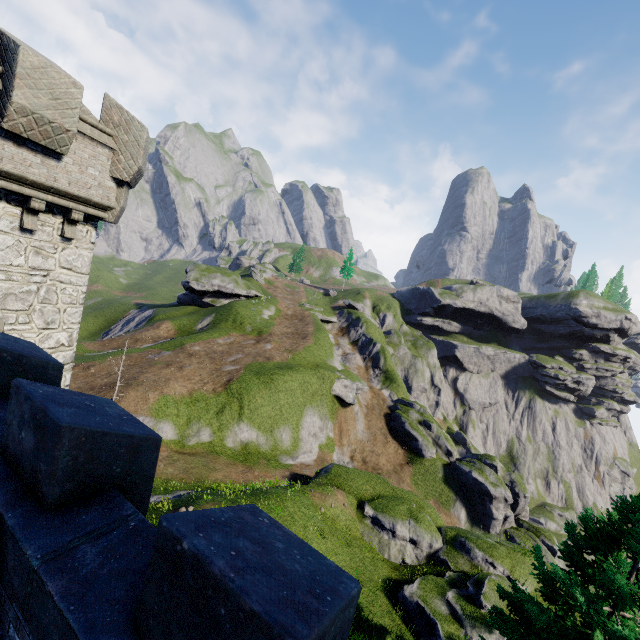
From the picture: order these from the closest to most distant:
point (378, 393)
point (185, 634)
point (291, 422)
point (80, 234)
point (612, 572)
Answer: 1. point (185, 634)
2. point (612, 572)
3. point (80, 234)
4. point (291, 422)
5. point (378, 393)

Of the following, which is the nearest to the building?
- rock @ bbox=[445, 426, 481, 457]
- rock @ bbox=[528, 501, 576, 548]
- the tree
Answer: the tree

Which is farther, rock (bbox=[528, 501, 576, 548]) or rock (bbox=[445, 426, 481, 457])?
rock (bbox=[445, 426, 481, 457])

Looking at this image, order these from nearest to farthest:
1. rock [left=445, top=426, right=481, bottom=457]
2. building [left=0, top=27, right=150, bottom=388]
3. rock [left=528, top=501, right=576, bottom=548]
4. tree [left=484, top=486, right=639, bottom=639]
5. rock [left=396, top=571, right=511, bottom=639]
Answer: building [left=0, top=27, right=150, bottom=388] < tree [left=484, top=486, right=639, bottom=639] < rock [left=396, top=571, right=511, bottom=639] < rock [left=528, top=501, right=576, bottom=548] < rock [left=445, top=426, right=481, bottom=457]

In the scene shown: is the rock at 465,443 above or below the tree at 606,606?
below

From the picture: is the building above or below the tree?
above

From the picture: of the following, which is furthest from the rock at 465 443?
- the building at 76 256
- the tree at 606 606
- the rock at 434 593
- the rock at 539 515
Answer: the building at 76 256

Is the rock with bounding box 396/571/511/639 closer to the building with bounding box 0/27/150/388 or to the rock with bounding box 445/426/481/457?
the building with bounding box 0/27/150/388
